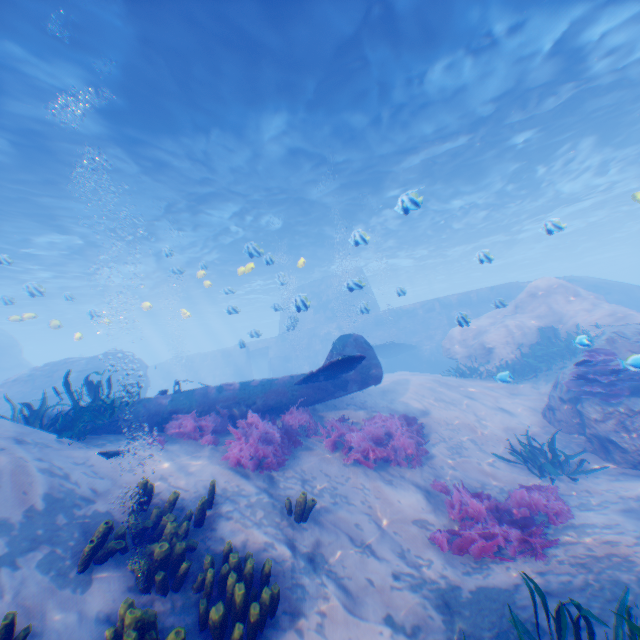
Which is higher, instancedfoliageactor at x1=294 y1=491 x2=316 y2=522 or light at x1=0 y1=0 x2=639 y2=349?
light at x1=0 y1=0 x2=639 y2=349

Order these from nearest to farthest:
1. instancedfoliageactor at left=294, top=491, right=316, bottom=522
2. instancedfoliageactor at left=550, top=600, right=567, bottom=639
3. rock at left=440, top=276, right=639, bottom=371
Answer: instancedfoliageactor at left=550, top=600, right=567, bottom=639 → instancedfoliageactor at left=294, top=491, right=316, bottom=522 → rock at left=440, top=276, right=639, bottom=371

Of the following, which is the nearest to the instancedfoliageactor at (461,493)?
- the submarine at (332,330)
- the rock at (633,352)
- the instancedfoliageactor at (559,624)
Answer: the instancedfoliageactor at (559,624)

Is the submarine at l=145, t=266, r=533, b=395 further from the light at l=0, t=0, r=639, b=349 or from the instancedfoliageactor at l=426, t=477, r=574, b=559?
the instancedfoliageactor at l=426, t=477, r=574, b=559

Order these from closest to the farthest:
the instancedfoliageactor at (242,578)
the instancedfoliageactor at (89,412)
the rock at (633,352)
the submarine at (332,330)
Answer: the instancedfoliageactor at (242,578)
the instancedfoliageactor at (89,412)
the rock at (633,352)
the submarine at (332,330)

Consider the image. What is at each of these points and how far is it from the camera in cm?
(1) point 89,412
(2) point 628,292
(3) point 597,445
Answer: (1) instancedfoliageactor, 693
(2) submarine, 2134
(3) rock, 857

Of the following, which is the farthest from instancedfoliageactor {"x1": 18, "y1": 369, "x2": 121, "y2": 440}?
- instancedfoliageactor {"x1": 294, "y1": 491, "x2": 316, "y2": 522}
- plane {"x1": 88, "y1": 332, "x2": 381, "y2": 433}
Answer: instancedfoliageactor {"x1": 294, "y1": 491, "x2": 316, "y2": 522}

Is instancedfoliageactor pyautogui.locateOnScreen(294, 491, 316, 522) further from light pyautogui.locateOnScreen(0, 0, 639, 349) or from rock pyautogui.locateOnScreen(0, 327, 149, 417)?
light pyautogui.locateOnScreen(0, 0, 639, 349)
